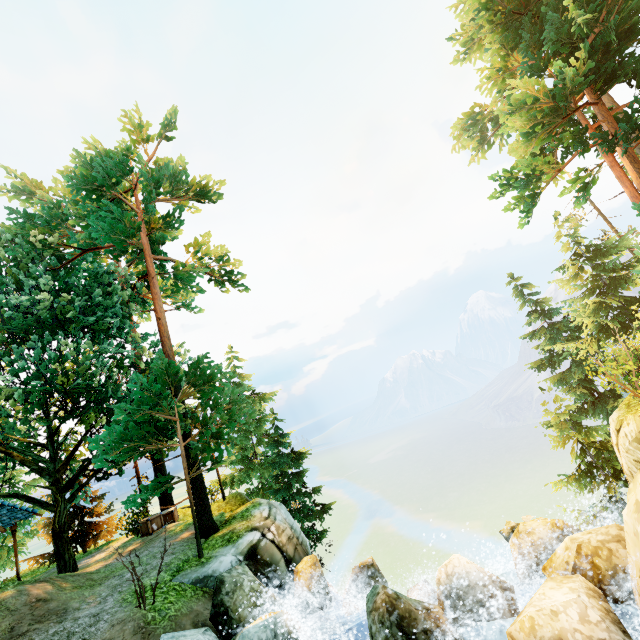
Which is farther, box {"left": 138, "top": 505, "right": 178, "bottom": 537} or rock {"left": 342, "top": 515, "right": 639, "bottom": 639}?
box {"left": 138, "top": 505, "right": 178, "bottom": 537}

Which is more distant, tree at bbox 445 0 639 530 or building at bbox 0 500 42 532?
building at bbox 0 500 42 532

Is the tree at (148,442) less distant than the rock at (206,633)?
No

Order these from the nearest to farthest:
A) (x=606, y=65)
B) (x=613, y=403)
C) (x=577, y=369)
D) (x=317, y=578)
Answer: (x=606, y=65), (x=317, y=578), (x=613, y=403), (x=577, y=369)

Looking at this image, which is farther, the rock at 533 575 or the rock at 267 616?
the rock at 267 616

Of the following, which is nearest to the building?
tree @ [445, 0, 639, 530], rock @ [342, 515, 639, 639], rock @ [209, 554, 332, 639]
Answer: tree @ [445, 0, 639, 530]

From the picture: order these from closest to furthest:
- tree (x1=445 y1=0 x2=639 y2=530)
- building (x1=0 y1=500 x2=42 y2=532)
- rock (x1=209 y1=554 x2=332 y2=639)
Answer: rock (x1=209 y1=554 x2=332 y2=639) → tree (x1=445 y1=0 x2=639 y2=530) → building (x1=0 y1=500 x2=42 y2=532)

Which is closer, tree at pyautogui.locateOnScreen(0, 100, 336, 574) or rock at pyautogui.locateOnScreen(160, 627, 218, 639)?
rock at pyautogui.locateOnScreen(160, 627, 218, 639)
